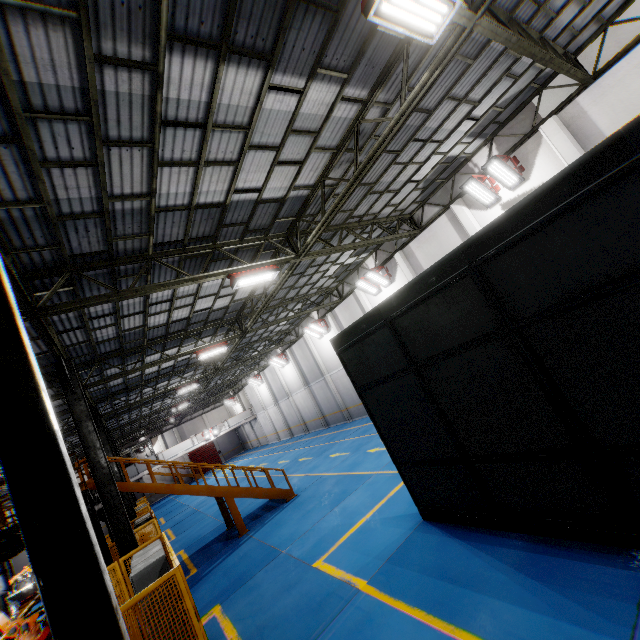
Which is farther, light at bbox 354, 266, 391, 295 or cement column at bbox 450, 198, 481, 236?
light at bbox 354, 266, 391, 295

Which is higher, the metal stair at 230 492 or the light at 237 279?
the light at 237 279

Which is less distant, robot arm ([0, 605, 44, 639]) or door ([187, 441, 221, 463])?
robot arm ([0, 605, 44, 639])

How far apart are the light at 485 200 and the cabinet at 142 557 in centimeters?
1479cm

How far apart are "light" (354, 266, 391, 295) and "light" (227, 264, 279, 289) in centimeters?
794cm

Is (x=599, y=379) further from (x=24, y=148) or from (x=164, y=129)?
(x=24, y=148)

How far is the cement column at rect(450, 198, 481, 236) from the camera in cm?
1379

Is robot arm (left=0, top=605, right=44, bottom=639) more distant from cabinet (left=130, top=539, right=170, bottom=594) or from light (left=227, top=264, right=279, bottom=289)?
light (left=227, top=264, right=279, bottom=289)
